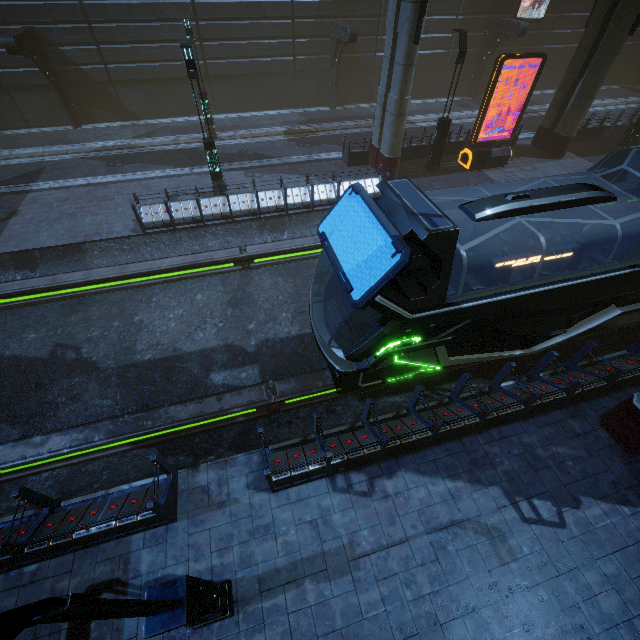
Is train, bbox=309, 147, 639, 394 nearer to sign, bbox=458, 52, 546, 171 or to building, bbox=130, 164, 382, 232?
building, bbox=130, 164, 382, 232

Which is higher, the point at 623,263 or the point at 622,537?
the point at 623,263

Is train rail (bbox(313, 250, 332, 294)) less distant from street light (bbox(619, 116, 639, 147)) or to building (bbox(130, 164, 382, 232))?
building (bbox(130, 164, 382, 232))

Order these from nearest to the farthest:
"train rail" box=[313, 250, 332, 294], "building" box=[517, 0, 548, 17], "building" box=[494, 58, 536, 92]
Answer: "train rail" box=[313, 250, 332, 294] < "building" box=[517, 0, 548, 17] < "building" box=[494, 58, 536, 92]

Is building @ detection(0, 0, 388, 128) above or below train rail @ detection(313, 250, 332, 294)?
above

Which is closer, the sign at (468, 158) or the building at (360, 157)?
the sign at (468, 158)

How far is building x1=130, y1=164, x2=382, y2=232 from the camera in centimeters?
1328cm

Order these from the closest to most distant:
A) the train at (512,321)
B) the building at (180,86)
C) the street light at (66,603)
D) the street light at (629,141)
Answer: the street light at (66,603) < the train at (512,321) < the building at (180,86) < the street light at (629,141)
